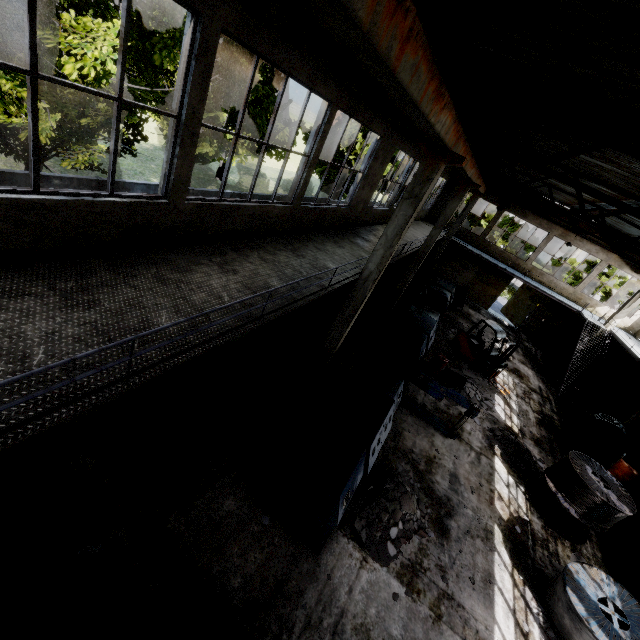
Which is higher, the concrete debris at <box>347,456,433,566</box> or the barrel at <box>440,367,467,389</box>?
the barrel at <box>440,367,467,389</box>

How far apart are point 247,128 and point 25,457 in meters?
16.8

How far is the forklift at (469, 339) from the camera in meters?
16.8

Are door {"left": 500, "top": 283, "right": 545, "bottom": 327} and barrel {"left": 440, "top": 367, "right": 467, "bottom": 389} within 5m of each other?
no

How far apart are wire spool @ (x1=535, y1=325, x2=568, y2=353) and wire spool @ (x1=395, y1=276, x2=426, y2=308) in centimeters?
1292cm

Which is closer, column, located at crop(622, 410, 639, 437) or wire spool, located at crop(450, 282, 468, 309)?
column, located at crop(622, 410, 639, 437)

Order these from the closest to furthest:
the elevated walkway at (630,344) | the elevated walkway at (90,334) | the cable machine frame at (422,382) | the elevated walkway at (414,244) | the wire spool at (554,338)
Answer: the elevated walkway at (90,334), the cable machine frame at (422,382), the elevated walkway at (414,244), the elevated walkway at (630,344), the wire spool at (554,338)

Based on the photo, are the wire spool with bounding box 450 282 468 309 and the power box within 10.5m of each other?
no
